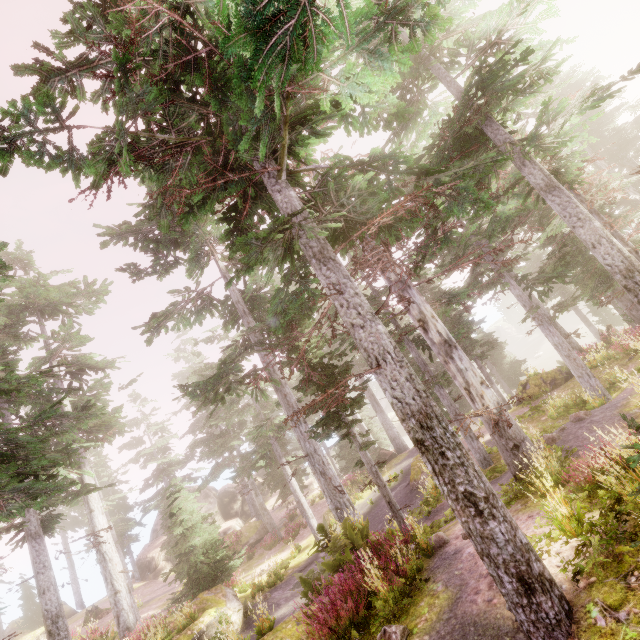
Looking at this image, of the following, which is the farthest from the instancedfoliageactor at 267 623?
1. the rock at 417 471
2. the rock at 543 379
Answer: the rock at 417 471

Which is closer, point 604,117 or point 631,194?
point 631,194

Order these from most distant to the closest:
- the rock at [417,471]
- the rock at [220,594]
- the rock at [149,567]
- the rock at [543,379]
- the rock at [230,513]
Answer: the rock at [149,567], the rock at [230,513], the rock at [543,379], the rock at [417,471], the rock at [220,594]

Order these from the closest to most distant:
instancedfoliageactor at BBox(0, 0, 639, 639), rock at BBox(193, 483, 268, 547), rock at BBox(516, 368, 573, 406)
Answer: instancedfoliageactor at BBox(0, 0, 639, 639) < rock at BBox(516, 368, 573, 406) < rock at BBox(193, 483, 268, 547)

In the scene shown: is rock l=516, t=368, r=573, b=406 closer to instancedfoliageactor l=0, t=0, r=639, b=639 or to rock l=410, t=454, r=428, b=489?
instancedfoliageactor l=0, t=0, r=639, b=639

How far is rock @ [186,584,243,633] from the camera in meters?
14.1

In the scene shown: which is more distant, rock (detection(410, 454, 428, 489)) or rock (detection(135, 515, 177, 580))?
rock (detection(135, 515, 177, 580))

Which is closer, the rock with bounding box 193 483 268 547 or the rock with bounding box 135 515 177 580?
the rock with bounding box 193 483 268 547
